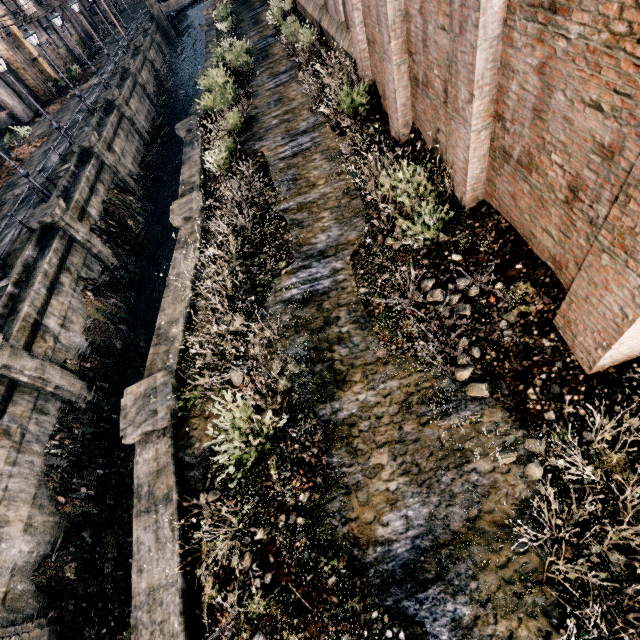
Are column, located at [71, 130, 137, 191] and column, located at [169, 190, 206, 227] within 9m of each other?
no

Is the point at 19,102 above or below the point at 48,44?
below

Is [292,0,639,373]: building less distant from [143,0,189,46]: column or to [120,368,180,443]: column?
[120,368,180,443]: column

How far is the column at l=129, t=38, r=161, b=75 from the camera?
38.1m

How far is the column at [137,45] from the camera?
38.1m

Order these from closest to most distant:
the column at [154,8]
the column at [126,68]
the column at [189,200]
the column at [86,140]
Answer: the column at [189,200]
the column at [86,140]
the column at [126,68]
the column at [154,8]

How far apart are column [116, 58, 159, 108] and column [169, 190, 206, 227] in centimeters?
3072cm

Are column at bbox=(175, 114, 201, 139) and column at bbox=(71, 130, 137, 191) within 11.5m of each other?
yes
